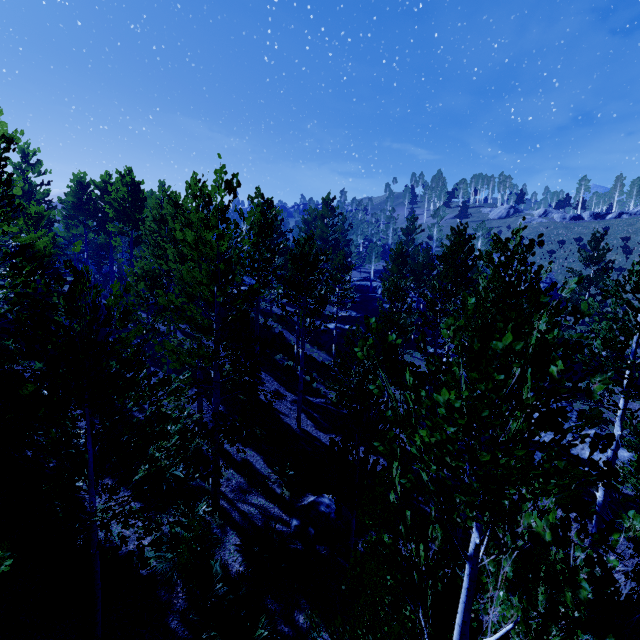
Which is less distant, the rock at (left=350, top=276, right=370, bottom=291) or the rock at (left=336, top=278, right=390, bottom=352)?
the rock at (left=336, top=278, right=390, bottom=352)

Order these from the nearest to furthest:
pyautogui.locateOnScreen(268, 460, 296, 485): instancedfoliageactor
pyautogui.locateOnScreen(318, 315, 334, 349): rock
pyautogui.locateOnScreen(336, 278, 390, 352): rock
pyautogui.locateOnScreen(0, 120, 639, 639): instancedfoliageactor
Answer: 1. pyautogui.locateOnScreen(0, 120, 639, 639): instancedfoliageactor
2. pyautogui.locateOnScreen(268, 460, 296, 485): instancedfoliageactor
3. pyautogui.locateOnScreen(318, 315, 334, 349): rock
4. pyautogui.locateOnScreen(336, 278, 390, 352): rock

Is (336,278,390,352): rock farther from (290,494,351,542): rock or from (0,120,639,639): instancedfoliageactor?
(290,494,351,542): rock

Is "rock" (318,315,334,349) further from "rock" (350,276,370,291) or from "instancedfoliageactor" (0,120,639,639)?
"rock" (350,276,370,291)

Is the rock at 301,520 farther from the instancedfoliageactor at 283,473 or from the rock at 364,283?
the rock at 364,283

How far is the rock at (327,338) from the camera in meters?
26.2 m

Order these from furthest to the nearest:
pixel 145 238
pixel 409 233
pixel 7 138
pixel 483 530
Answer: pixel 409 233
pixel 145 238
pixel 7 138
pixel 483 530

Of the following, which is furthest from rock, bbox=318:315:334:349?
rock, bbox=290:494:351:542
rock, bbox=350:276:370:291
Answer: rock, bbox=290:494:351:542
